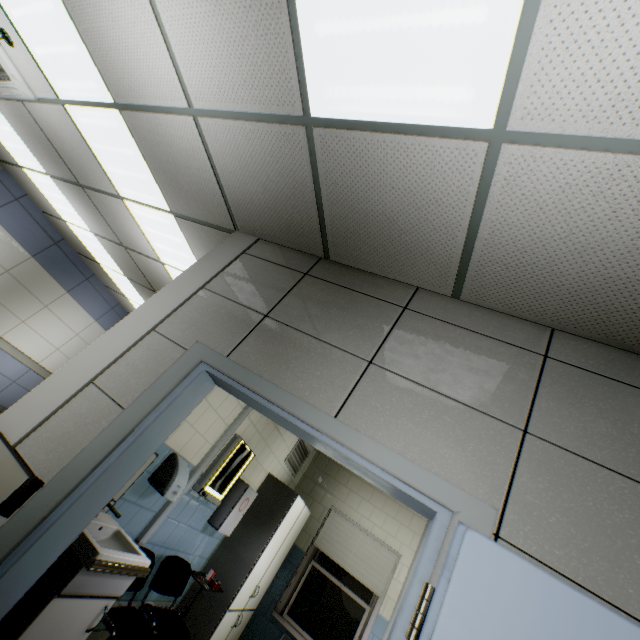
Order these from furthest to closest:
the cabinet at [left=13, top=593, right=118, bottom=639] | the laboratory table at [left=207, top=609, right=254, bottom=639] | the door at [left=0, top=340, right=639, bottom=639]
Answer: the laboratory table at [left=207, top=609, right=254, bottom=639]
the cabinet at [left=13, top=593, right=118, bottom=639]
the door at [left=0, top=340, right=639, bottom=639]

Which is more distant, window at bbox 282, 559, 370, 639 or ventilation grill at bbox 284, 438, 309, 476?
ventilation grill at bbox 284, 438, 309, 476

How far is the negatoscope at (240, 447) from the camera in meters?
3.5 m

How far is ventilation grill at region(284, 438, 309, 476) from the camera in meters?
5.4 m

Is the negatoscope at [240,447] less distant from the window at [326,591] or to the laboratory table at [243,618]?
the laboratory table at [243,618]

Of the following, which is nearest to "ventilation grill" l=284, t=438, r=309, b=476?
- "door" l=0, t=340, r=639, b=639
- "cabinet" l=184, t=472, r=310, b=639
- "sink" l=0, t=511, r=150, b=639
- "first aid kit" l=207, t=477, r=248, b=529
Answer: "cabinet" l=184, t=472, r=310, b=639

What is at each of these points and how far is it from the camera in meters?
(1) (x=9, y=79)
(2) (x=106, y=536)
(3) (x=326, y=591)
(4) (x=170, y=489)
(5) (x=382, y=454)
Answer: (1) air conditioning vent, 3.3 m
(2) sink, 2.4 m
(3) window, 5.2 m
(4) hand dryer, 2.8 m
(5) door, 1.5 m

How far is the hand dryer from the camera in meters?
2.8 m
